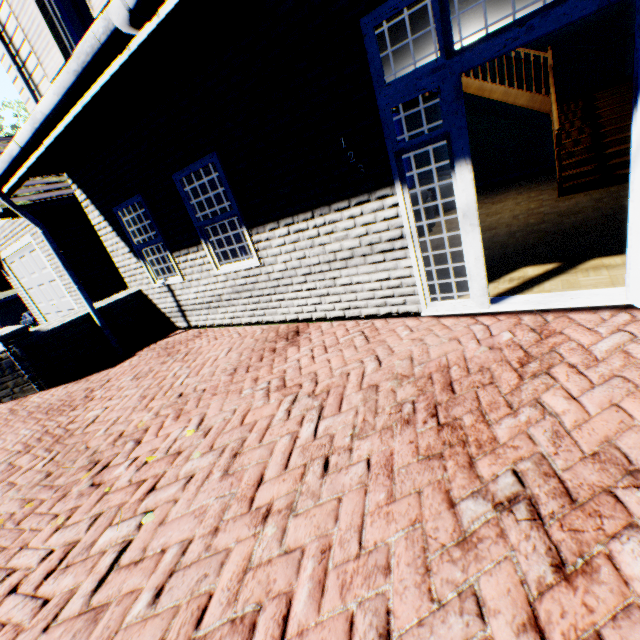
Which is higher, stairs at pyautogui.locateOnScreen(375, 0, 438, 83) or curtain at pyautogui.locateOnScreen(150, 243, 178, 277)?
stairs at pyautogui.locateOnScreen(375, 0, 438, 83)

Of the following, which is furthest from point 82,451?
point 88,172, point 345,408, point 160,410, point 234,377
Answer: point 88,172

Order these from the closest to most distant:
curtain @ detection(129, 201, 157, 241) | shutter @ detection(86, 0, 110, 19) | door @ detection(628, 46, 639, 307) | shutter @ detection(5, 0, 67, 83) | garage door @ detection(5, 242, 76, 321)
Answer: door @ detection(628, 46, 639, 307)
shutter @ detection(86, 0, 110, 19)
shutter @ detection(5, 0, 67, 83)
curtain @ detection(129, 201, 157, 241)
garage door @ detection(5, 242, 76, 321)

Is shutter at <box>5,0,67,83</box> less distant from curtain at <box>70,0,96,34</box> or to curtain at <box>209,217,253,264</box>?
curtain at <box>70,0,96,34</box>

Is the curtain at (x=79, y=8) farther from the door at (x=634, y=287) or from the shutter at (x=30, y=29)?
the door at (x=634, y=287)

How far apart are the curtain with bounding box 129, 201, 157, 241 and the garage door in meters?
4.6 m

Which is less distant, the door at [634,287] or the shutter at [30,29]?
the door at [634,287]
